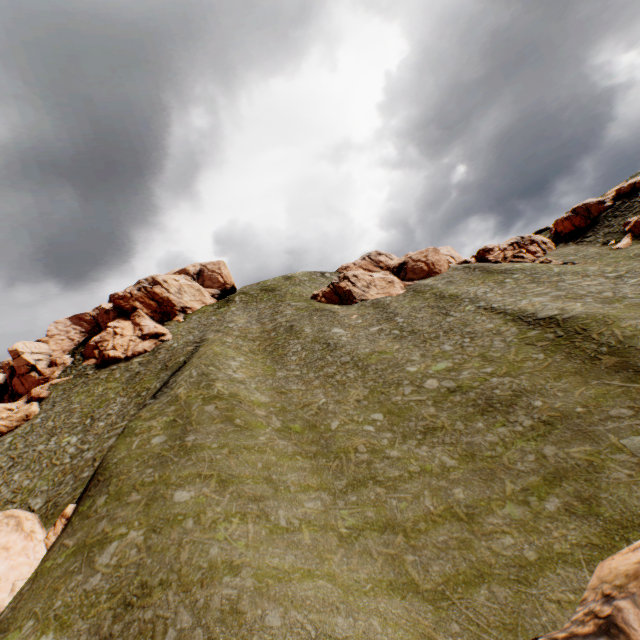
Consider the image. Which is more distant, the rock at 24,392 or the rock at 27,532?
the rock at 24,392

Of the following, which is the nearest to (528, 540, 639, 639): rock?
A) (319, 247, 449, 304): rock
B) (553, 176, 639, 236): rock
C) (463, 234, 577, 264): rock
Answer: (553, 176, 639, 236): rock

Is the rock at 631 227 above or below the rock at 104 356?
below

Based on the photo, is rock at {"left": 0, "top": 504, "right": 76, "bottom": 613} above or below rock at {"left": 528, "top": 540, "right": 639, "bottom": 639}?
above

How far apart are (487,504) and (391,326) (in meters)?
26.88

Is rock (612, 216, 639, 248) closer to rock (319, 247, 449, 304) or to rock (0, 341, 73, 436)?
rock (319, 247, 449, 304)

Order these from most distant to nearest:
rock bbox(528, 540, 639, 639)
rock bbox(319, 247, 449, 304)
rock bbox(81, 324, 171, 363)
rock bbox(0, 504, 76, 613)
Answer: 1. rock bbox(319, 247, 449, 304)
2. rock bbox(81, 324, 171, 363)
3. rock bbox(0, 504, 76, 613)
4. rock bbox(528, 540, 639, 639)
